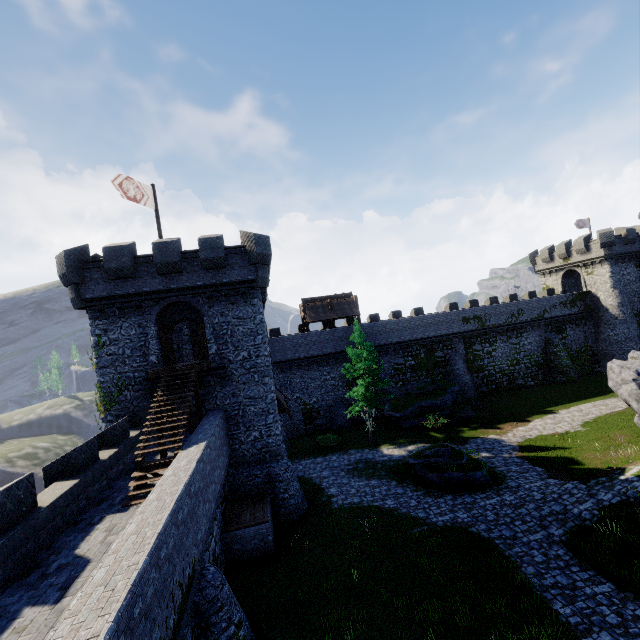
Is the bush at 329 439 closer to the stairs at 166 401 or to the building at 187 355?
the building at 187 355

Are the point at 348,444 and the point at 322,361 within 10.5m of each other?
yes

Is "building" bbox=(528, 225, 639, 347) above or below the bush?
above

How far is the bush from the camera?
28.28m

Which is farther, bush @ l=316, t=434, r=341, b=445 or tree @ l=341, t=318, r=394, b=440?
bush @ l=316, t=434, r=341, b=445

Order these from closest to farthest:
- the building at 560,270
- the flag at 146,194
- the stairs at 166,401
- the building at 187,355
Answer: the stairs at 166,401, the flag at 146,194, the building at 187,355, the building at 560,270

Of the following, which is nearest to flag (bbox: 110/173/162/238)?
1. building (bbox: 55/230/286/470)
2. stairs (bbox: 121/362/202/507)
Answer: building (bbox: 55/230/286/470)

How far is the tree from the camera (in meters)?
26.47
